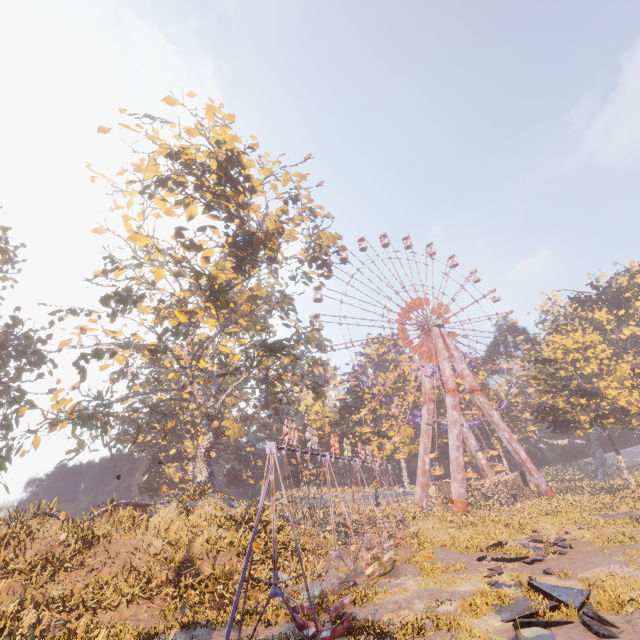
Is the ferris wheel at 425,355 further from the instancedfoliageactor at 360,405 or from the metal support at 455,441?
the instancedfoliageactor at 360,405

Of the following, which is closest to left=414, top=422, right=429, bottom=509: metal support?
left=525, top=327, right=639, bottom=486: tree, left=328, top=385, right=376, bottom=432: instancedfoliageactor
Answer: left=328, top=385, right=376, bottom=432: instancedfoliageactor

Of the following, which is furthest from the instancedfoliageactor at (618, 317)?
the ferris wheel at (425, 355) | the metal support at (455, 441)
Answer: the metal support at (455, 441)

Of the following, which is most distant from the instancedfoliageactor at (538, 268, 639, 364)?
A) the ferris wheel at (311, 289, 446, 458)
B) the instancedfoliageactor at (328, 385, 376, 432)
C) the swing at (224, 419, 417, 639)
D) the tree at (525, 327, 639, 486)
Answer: the swing at (224, 419, 417, 639)

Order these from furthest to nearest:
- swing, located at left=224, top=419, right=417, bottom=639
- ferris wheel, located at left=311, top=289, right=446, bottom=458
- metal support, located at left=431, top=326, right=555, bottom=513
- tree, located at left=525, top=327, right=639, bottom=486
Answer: ferris wheel, located at left=311, top=289, right=446, bottom=458
metal support, located at left=431, top=326, right=555, bottom=513
tree, located at left=525, top=327, right=639, bottom=486
swing, located at left=224, top=419, right=417, bottom=639

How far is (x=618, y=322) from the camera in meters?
48.2 m

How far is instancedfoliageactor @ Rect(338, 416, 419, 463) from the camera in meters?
50.6
